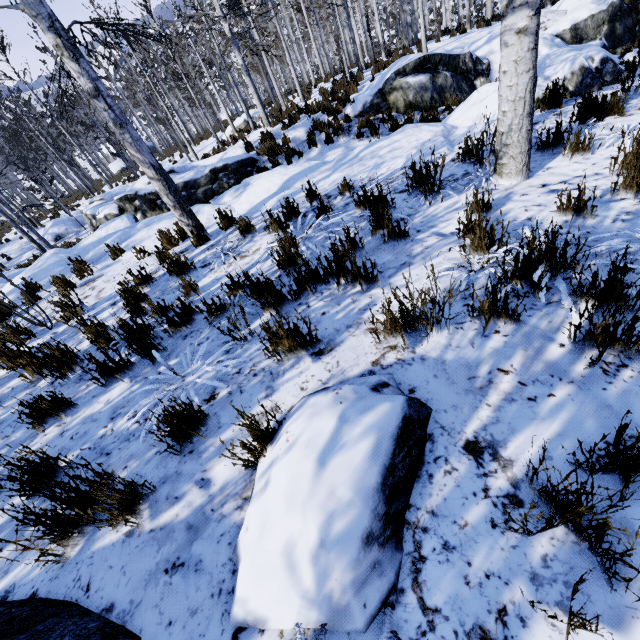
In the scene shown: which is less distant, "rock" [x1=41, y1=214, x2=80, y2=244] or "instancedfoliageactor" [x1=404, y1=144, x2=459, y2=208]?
"instancedfoliageactor" [x1=404, y1=144, x2=459, y2=208]

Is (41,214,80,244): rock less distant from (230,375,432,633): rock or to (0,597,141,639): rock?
(0,597,141,639): rock

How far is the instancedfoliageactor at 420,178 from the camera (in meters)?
3.55

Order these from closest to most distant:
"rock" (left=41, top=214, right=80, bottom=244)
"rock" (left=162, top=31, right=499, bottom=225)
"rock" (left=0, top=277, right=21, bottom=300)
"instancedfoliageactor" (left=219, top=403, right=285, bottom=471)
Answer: "instancedfoliageactor" (left=219, top=403, right=285, bottom=471) < "rock" (left=162, top=31, right=499, bottom=225) < "rock" (left=0, top=277, right=21, bottom=300) < "rock" (left=41, top=214, right=80, bottom=244)

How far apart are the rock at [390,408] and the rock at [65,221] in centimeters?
2530cm

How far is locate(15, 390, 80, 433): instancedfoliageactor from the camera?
2.79m

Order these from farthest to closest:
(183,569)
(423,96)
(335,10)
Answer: (335,10)
(423,96)
(183,569)
